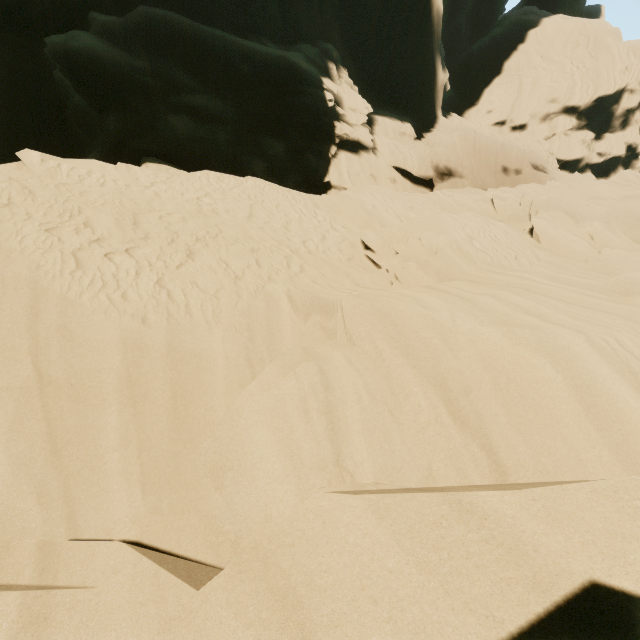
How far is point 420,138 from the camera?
28.94m
